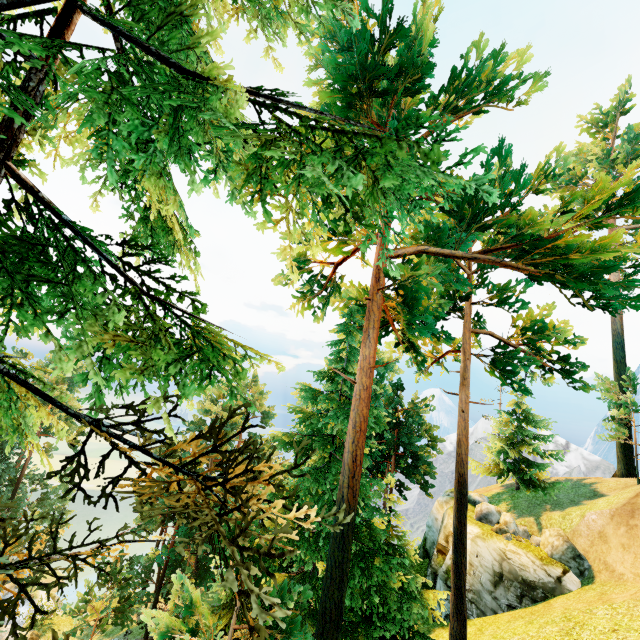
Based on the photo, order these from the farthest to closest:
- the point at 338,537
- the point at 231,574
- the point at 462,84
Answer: the point at 462,84, the point at 338,537, the point at 231,574
